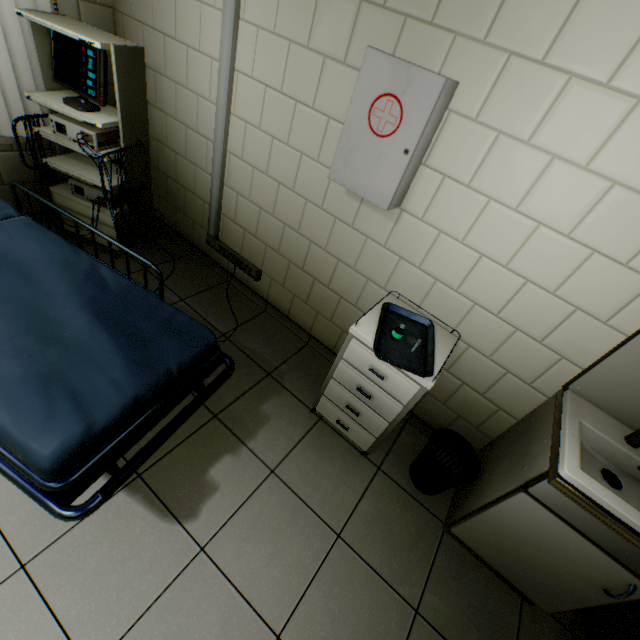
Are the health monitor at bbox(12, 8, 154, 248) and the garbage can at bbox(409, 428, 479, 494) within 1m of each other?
no

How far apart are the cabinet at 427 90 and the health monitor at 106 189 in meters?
1.6 m

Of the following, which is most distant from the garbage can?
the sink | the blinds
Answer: the blinds

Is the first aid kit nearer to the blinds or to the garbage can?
the garbage can

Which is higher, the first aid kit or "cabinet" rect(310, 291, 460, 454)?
the first aid kit

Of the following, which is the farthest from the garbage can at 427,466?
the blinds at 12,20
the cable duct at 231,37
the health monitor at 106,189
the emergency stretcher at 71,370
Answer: the blinds at 12,20

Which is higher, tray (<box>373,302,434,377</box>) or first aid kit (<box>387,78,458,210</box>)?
first aid kit (<box>387,78,458,210</box>)

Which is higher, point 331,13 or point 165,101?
point 331,13
